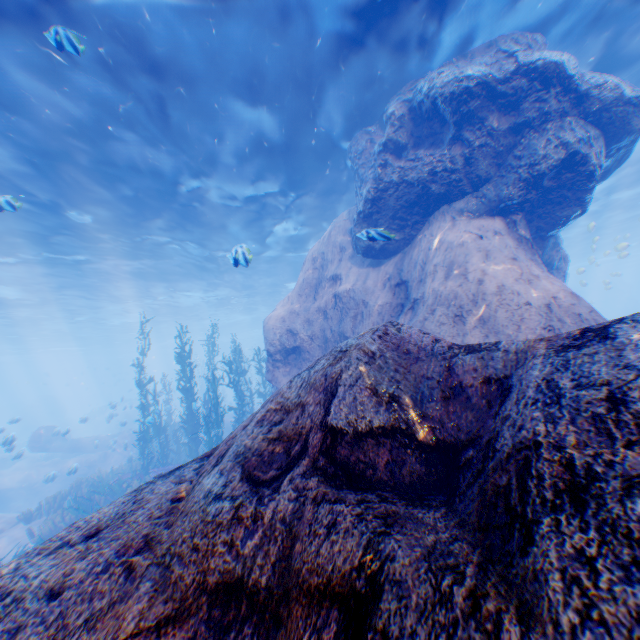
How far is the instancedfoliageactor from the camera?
12.8m

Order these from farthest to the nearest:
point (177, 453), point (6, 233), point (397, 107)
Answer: point (177, 453) → point (6, 233) → point (397, 107)

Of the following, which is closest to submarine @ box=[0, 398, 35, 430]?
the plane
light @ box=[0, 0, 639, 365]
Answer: light @ box=[0, 0, 639, 365]

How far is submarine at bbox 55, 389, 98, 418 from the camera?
57.1 meters

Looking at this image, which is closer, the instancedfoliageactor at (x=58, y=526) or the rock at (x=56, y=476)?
the instancedfoliageactor at (x=58, y=526)

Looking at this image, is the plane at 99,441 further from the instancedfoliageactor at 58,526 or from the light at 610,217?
the light at 610,217

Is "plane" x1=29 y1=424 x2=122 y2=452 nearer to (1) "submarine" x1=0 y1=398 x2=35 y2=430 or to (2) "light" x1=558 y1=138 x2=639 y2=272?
(2) "light" x1=558 y1=138 x2=639 y2=272

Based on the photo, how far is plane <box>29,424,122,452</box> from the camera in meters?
21.6 m
